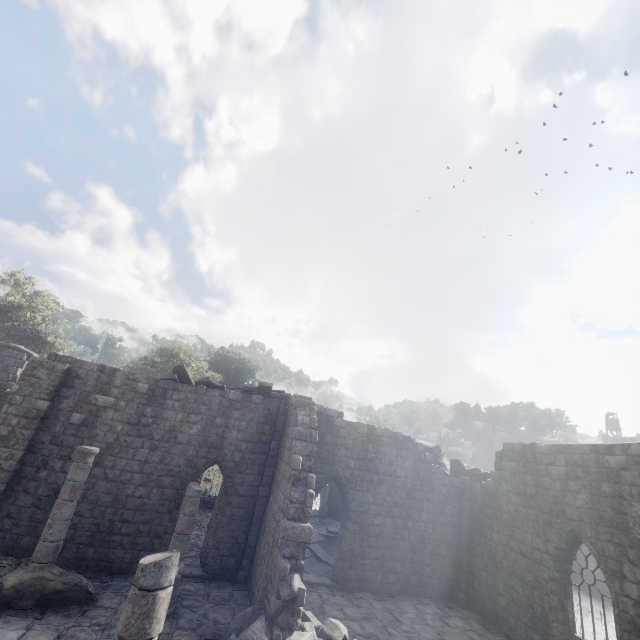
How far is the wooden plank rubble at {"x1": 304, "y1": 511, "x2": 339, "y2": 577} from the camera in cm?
1469

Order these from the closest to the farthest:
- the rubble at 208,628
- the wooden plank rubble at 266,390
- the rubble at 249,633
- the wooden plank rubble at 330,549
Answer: the rubble at 249,633
the rubble at 208,628
the wooden plank rubble at 266,390
the wooden plank rubble at 330,549

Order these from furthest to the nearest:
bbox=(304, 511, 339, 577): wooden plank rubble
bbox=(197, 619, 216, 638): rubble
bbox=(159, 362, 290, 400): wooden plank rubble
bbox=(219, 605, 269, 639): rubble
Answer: bbox=(304, 511, 339, 577): wooden plank rubble < bbox=(159, 362, 290, 400): wooden plank rubble < bbox=(197, 619, 216, 638): rubble < bbox=(219, 605, 269, 639): rubble

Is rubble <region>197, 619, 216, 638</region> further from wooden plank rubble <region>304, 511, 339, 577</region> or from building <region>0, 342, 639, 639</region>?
wooden plank rubble <region>304, 511, 339, 577</region>

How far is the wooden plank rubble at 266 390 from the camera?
13.95m

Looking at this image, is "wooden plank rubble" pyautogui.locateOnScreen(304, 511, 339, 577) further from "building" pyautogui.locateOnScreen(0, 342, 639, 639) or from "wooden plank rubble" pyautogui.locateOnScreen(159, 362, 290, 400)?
"wooden plank rubble" pyautogui.locateOnScreen(159, 362, 290, 400)

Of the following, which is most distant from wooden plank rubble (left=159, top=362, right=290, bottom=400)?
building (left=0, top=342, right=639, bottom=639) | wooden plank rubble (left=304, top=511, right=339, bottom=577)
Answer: wooden plank rubble (left=304, top=511, right=339, bottom=577)

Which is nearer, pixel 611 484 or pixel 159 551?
pixel 611 484
